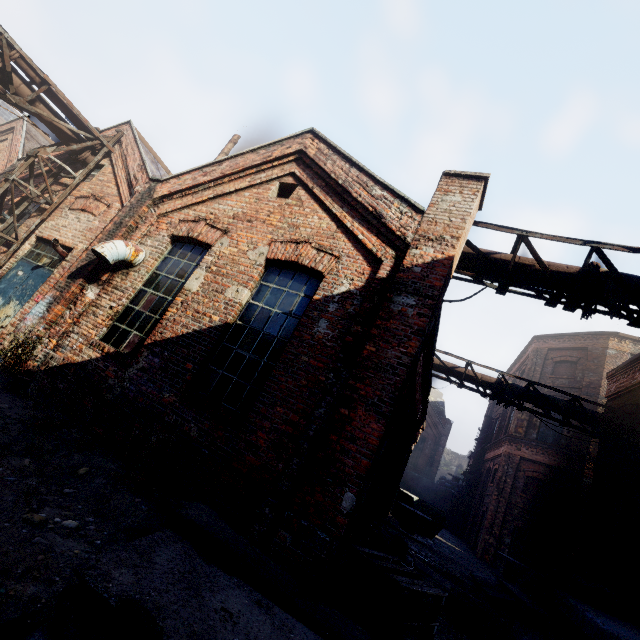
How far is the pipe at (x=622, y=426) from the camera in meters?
10.4 m

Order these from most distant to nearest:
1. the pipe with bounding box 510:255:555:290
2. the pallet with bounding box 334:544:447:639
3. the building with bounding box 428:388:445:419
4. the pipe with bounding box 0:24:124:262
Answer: the building with bounding box 428:388:445:419 < the pipe with bounding box 0:24:124:262 < the pipe with bounding box 510:255:555:290 < the pallet with bounding box 334:544:447:639

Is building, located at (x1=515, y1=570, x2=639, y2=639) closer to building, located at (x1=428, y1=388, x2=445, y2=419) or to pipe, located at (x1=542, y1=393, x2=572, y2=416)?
pipe, located at (x1=542, y1=393, x2=572, y2=416)

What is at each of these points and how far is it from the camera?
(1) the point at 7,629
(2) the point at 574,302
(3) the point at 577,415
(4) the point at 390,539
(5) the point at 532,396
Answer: (1) track, 1.93m
(2) scaffolding, 5.76m
(3) pipe, 10.98m
(4) trash bag, 8.52m
(5) pipe, 11.59m

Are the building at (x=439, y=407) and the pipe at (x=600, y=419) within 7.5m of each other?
no

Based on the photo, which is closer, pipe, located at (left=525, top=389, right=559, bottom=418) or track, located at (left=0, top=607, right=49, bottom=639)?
track, located at (left=0, top=607, right=49, bottom=639)

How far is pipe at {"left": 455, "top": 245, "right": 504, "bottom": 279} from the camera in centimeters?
650cm

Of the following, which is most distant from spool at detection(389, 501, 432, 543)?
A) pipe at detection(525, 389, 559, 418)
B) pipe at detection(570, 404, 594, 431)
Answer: pipe at detection(570, 404, 594, 431)
